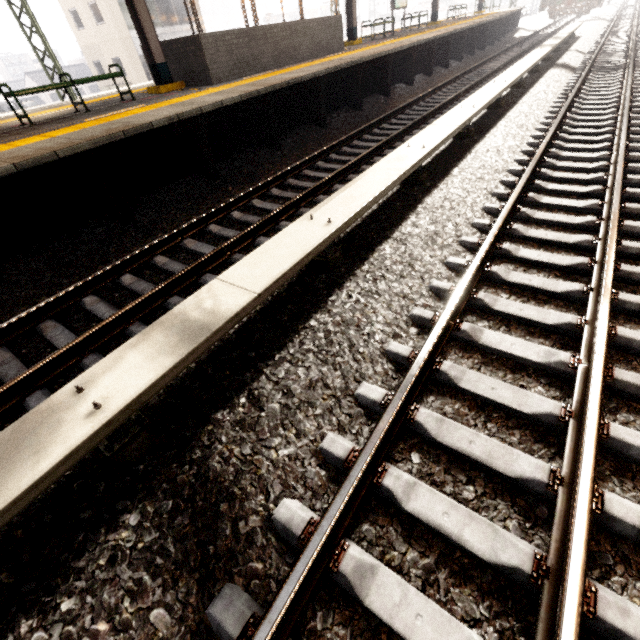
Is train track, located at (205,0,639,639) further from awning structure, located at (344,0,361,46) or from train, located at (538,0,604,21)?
train, located at (538,0,604,21)

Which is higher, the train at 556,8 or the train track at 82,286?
the train at 556,8

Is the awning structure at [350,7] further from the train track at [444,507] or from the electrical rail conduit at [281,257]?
the train track at [444,507]

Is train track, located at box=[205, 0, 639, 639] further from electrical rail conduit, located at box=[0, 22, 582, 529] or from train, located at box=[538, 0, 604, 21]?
train, located at box=[538, 0, 604, 21]

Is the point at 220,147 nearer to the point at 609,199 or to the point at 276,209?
the point at 276,209

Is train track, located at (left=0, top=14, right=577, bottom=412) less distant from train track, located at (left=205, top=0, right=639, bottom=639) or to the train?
train track, located at (left=205, top=0, right=639, bottom=639)

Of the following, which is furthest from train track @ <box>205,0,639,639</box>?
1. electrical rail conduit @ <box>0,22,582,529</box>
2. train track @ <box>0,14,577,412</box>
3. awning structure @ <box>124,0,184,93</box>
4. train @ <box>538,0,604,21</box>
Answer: train @ <box>538,0,604,21</box>

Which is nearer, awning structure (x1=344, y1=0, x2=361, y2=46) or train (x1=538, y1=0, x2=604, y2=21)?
awning structure (x1=344, y1=0, x2=361, y2=46)
